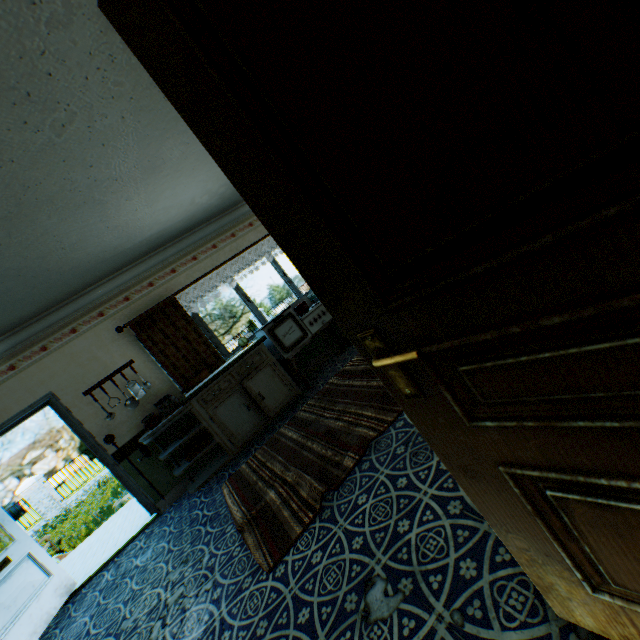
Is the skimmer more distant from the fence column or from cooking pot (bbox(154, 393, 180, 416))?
the fence column

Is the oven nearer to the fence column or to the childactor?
the childactor

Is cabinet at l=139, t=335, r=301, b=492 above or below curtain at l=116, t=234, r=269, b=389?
below

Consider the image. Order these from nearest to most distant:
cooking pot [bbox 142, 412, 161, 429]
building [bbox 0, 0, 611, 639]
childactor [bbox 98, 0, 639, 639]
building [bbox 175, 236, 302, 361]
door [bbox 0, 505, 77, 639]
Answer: childactor [bbox 98, 0, 639, 639] → building [bbox 0, 0, 611, 639] → door [bbox 0, 505, 77, 639] → cooking pot [bbox 142, 412, 161, 429] → building [bbox 175, 236, 302, 361]

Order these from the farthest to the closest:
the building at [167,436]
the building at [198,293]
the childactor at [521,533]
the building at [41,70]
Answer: the building at [198,293], the building at [167,436], the building at [41,70], the childactor at [521,533]

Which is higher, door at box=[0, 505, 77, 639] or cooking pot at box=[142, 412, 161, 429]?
cooking pot at box=[142, 412, 161, 429]

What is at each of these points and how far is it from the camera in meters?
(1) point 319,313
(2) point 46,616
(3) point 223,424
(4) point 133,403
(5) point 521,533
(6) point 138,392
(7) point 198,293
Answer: (1) oven, 5.4
(2) door, 3.7
(3) cabinet, 4.5
(4) skimmer, 4.7
(5) childactor, 0.9
(6) grater, 4.7
(7) building, 5.3

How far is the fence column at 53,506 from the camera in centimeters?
1459cm
